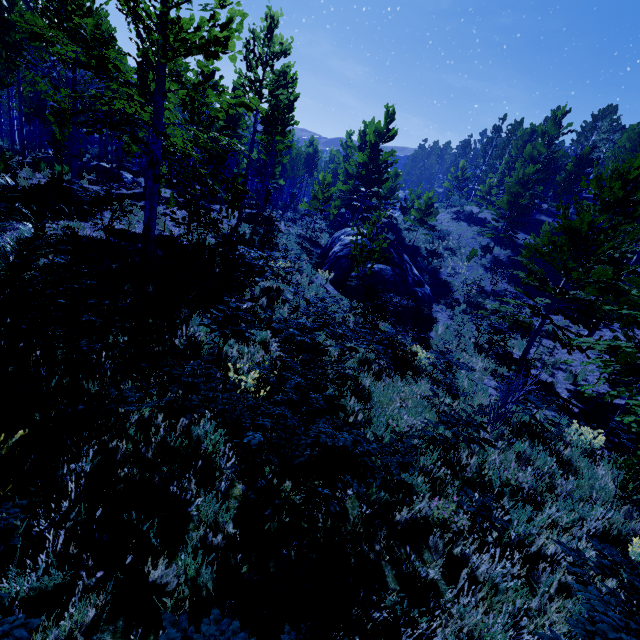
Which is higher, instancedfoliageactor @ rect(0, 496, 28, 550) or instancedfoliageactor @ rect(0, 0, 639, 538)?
instancedfoliageactor @ rect(0, 0, 639, 538)

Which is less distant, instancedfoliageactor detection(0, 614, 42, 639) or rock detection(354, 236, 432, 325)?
instancedfoliageactor detection(0, 614, 42, 639)

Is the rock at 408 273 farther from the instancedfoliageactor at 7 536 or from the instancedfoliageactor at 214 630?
the instancedfoliageactor at 7 536

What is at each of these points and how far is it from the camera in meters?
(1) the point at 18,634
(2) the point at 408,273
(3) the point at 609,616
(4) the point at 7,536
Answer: (1) instancedfoliageactor, 1.6
(2) rock, 18.5
(3) instancedfoliageactor, 1.8
(4) instancedfoliageactor, 1.7

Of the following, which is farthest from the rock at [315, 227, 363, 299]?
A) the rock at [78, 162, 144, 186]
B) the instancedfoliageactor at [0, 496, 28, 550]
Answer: the instancedfoliageactor at [0, 496, 28, 550]

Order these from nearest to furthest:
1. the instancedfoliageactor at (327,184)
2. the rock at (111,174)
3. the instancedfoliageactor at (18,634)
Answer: the instancedfoliageactor at (18,634) → the instancedfoliageactor at (327,184) → the rock at (111,174)

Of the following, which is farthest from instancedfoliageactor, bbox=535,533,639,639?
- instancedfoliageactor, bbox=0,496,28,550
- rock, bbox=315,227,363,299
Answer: rock, bbox=315,227,363,299
